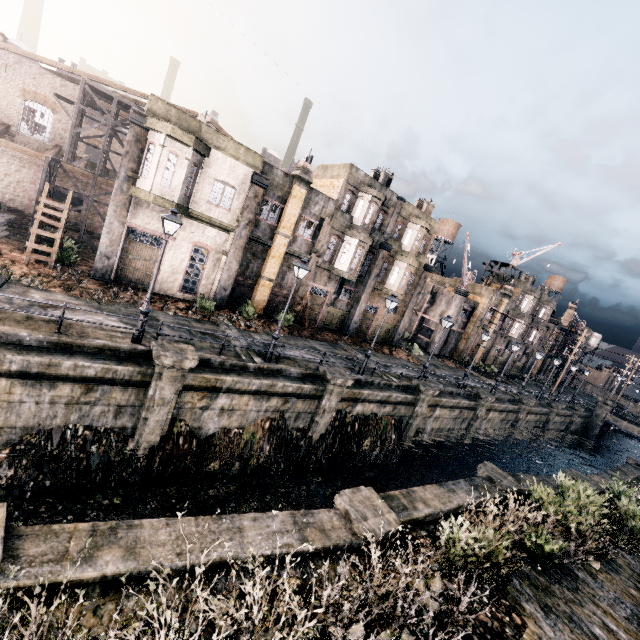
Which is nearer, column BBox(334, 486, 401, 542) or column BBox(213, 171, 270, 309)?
column BBox(334, 486, 401, 542)

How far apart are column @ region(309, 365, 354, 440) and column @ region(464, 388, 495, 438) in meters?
16.0

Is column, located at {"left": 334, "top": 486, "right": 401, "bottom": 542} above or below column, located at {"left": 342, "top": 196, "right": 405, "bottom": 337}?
below

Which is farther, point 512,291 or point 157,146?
point 512,291

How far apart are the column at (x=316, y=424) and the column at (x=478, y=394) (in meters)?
16.00

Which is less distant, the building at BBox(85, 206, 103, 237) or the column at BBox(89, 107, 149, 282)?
the column at BBox(89, 107, 149, 282)

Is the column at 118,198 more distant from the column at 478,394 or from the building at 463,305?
the building at 463,305

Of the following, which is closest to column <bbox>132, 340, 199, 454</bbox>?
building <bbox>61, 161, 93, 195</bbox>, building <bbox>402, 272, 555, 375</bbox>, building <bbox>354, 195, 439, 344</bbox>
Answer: building <bbox>354, 195, 439, 344</bbox>
